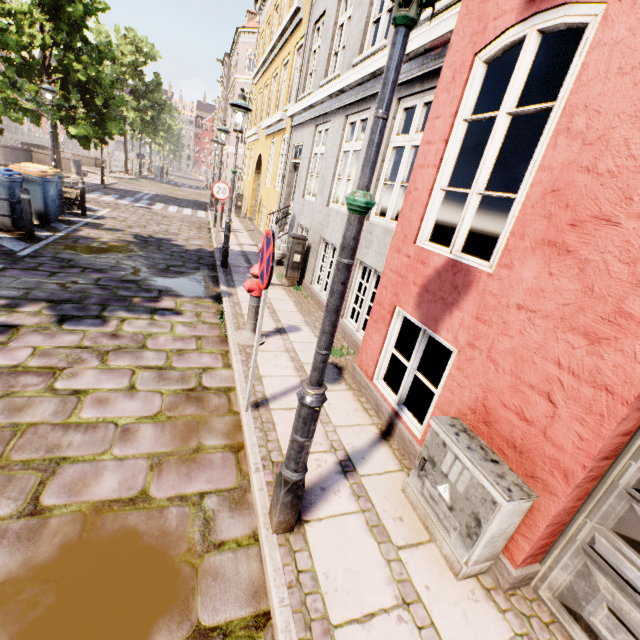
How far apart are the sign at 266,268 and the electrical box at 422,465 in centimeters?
179cm

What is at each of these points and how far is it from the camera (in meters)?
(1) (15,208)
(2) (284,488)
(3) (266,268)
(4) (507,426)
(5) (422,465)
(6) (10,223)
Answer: (1) trash bin, 7.63
(2) street light, 2.18
(3) sign, 2.79
(4) building, 2.39
(5) electrical box, 2.69
(6) trash bin, 7.64

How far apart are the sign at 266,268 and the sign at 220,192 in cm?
819

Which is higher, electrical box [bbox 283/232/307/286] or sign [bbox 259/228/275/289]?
sign [bbox 259/228/275/289]

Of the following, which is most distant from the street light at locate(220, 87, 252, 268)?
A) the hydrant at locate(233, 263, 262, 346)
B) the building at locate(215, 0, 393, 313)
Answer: the building at locate(215, 0, 393, 313)

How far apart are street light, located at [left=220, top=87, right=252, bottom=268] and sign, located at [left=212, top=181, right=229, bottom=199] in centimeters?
268cm

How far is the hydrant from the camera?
Answer: 4.6m

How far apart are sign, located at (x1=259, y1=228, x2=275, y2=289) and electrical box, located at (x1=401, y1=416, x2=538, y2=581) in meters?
1.8 m
